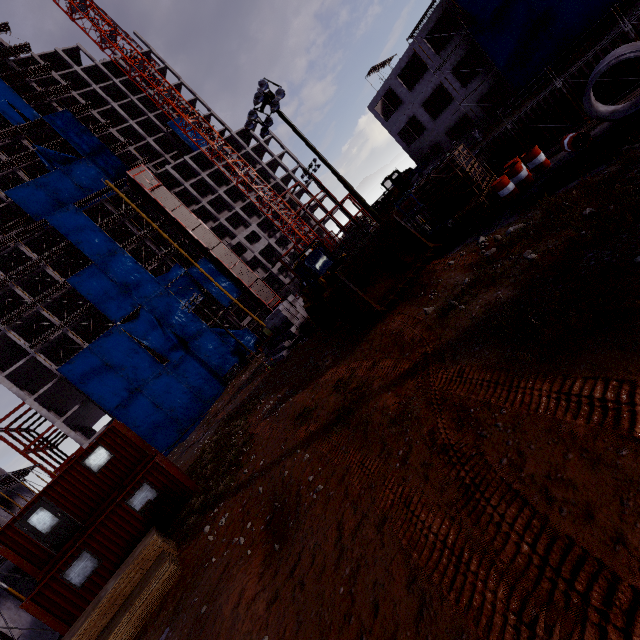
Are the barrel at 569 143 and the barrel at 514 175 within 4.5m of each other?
yes

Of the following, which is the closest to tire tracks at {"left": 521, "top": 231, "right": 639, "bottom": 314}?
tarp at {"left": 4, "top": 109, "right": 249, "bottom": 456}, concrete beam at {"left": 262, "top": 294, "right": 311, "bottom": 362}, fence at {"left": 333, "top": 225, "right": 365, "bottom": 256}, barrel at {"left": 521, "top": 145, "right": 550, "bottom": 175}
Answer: concrete beam at {"left": 262, "top": 294, "right": 311, "bottom": 362}

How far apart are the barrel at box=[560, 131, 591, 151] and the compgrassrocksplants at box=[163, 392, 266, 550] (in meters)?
17.74

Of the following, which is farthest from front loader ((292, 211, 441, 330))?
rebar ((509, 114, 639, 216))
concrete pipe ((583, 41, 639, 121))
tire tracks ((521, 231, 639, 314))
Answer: concrete pipe ((583, 41, 639, 121))

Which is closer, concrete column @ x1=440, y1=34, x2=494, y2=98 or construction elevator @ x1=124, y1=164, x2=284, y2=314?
concrete column @ x1=440, y1=34, x2=494, y2=98

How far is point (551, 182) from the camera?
9.9 meters

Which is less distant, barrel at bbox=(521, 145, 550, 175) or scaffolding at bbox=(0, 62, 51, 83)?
barrel at bbox=(521, 145, 550, 175)

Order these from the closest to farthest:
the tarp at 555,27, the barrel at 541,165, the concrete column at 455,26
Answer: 1. the barrel at 541,165
2. the tarp at 555,27
3. the concrete column at 455,26
